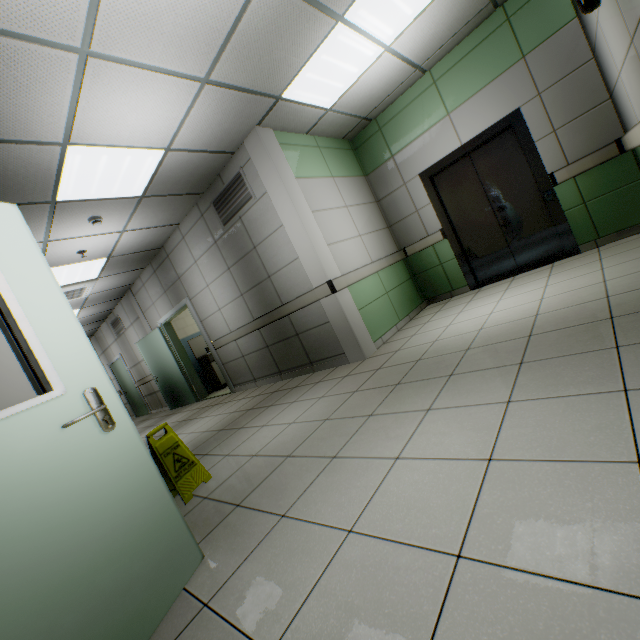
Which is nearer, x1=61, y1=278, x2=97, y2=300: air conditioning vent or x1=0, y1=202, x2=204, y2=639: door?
x1=0, y1=202, x2=204, y2=639: door

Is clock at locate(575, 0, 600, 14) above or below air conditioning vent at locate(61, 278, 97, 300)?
below

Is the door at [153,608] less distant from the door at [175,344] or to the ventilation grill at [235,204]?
the ventilation grill at [235,204]

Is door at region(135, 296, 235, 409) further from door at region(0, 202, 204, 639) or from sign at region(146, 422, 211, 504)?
door at region(0, 202, 204, 639)

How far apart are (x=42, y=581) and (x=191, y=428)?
4.3 meters

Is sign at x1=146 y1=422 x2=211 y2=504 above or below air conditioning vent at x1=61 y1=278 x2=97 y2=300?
below

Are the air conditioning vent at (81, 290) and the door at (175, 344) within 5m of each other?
yes

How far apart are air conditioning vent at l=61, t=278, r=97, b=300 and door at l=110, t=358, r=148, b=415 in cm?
397
